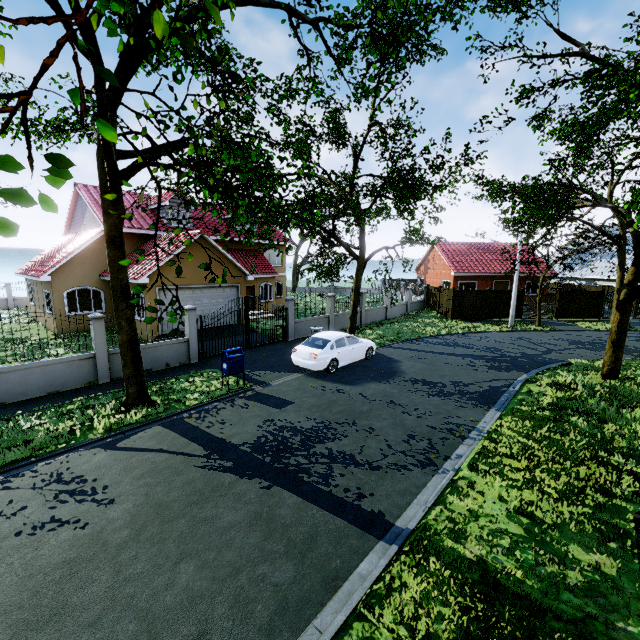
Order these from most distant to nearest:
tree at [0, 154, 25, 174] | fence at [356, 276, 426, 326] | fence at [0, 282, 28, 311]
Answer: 1. fence at [0, 282, 28, 311]
2. fence at [356, 276, 426, 326]
3. tree at [0, 154, 25, 174]

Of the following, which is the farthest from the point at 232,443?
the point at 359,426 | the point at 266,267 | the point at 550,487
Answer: the point at 266,267

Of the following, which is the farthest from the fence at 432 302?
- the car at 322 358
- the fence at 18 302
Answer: the fence at 18 302

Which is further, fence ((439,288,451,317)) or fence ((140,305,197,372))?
fence ((439,288,451,317))

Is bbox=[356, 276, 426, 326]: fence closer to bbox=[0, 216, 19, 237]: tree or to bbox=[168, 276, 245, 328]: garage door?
bbox=[0, 216, 19, 237]: tree

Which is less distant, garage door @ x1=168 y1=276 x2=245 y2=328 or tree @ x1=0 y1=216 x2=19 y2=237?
tree @ x1=0 y1=216 x2=19 y2=237

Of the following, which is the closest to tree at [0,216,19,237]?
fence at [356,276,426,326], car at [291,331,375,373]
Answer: fence at [356,276,426,326]

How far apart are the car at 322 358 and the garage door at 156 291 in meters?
7.7
